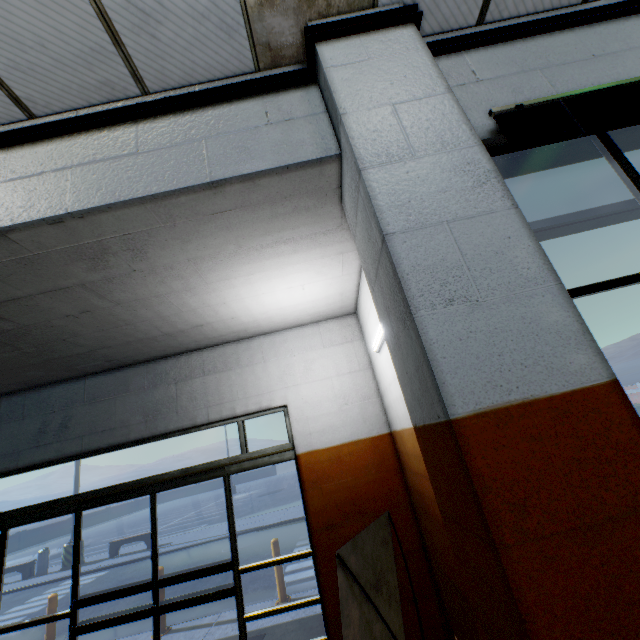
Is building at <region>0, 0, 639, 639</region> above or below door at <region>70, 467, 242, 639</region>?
above

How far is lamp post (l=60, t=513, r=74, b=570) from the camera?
13.3 meters

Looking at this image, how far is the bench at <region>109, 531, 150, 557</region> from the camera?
Result: 13.5m

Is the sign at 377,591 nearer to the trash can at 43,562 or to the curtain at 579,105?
the curtain at 579,105

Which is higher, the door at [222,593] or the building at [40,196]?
the building at [40,196]

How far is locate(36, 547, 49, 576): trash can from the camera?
13.32m

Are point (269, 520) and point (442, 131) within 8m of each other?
no

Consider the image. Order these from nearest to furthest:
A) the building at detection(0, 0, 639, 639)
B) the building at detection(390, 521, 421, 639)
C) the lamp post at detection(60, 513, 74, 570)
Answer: the building at detection(0, 0, 639, 639)
the building at detection(390, 521, 421, 639)
the lamp post at detection(60, 513, 74, 570)
